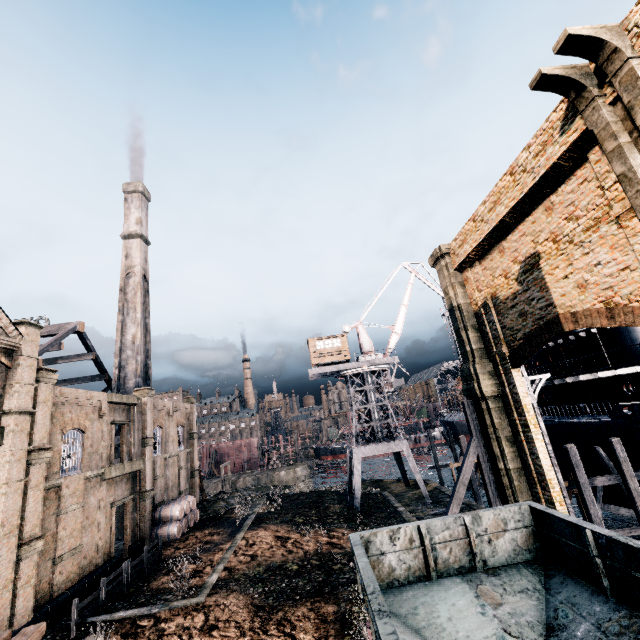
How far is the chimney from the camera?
37.7m

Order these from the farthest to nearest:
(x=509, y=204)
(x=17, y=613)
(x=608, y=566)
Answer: (x=17, y=613)
(x=509, y=204)
(x=608, y=566)

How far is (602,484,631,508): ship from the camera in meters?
23.5 m

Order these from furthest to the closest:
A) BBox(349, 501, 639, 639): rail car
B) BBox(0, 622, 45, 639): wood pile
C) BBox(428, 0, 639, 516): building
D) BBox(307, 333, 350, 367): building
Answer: BBox(307, 333, 350, 367): building
BBox(0, 622, 45, 639): wood pile
BBox(428, 0, 639, 516): building
BBox(349, 501, 639, 639): rail car

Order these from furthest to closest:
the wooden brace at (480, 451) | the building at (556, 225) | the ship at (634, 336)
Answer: the ship at (634, 336) → the wooden brace at (480, 451) → the building at (556, 225)

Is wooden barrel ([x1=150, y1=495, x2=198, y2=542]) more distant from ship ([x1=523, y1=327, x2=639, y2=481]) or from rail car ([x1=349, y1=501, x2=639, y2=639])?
ship ([x1=523, y1=327, x2=639, y2=481])

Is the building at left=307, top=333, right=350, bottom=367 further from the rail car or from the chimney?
the rail car

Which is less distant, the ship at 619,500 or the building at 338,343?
the ship at 619,500
